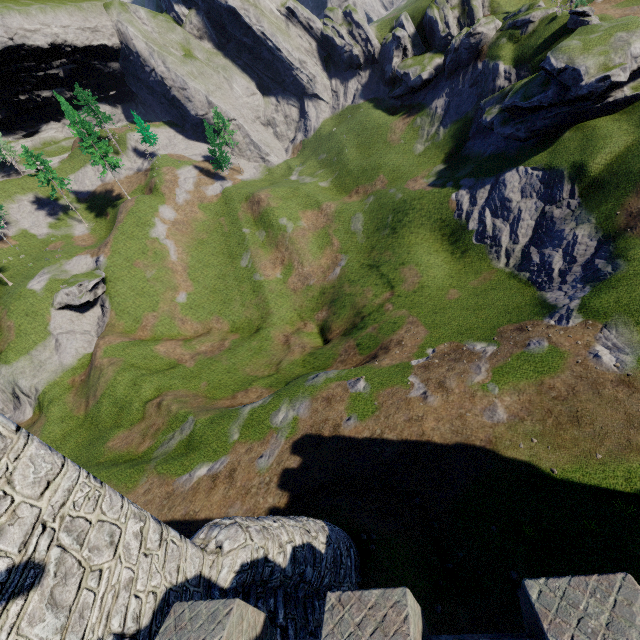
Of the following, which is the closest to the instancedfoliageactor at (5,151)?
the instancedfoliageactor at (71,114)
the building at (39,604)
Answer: the instancedfoliageactor at (71,114)

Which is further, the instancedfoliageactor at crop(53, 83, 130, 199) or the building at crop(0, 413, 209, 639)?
the instancedfoliageactor at crop(53, 83, 130, 199)

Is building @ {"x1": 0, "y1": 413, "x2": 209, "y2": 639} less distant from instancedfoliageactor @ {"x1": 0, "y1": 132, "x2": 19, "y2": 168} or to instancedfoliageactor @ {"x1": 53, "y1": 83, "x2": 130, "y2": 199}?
instancedfoliageactor @ {"x1": 53, "y1": 83, "x2": 130, "y2": 199}

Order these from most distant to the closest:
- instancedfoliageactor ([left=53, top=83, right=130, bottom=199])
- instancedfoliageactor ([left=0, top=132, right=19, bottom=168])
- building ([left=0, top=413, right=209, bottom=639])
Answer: instancedfoliageactor ([left=0, top=132, right=19, bottom=168])
instancedfoliageactor ([left=53, top=83, right=130, bottom=199])
building ([left=0, top=413, right=209, bottom=639])

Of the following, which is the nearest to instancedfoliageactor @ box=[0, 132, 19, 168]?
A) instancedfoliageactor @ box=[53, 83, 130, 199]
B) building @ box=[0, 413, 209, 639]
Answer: instancedfoliageactor @ box=[53, 83, 130, 199]

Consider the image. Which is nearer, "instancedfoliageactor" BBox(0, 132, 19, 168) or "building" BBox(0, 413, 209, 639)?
"building" BBox(0, 413, 209, 639)

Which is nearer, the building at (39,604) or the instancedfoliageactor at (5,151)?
the building at (39,604)

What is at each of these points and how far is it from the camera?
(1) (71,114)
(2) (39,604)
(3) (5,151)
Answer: (1) instancedfoliageactor, 49.1m
(2) building, 4.8m
(3) instancedfoliageactor, 58.3m
